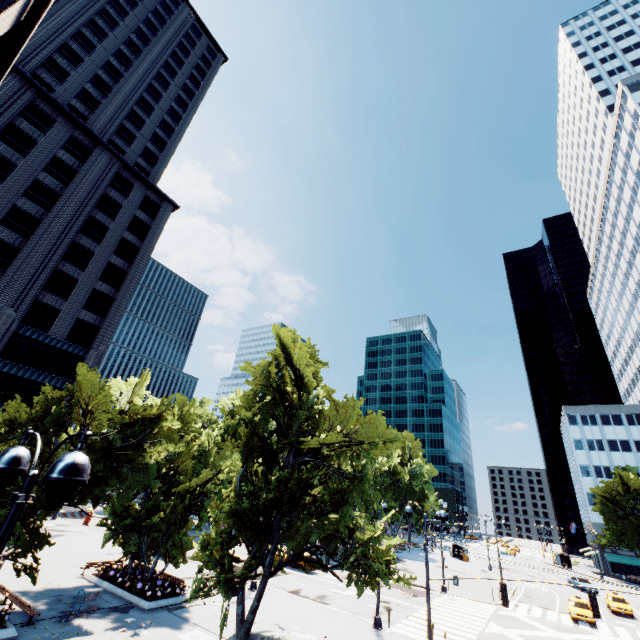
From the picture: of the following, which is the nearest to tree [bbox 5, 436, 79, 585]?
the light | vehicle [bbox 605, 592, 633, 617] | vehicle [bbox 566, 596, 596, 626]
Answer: the light

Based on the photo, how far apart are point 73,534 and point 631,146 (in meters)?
102.49

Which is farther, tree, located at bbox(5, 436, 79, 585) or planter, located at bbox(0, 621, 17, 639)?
tree, located at bbox(5, 436, 79, 585)

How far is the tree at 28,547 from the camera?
16.2m

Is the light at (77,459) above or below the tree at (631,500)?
below

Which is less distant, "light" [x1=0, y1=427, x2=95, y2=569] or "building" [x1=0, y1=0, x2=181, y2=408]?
"light" [x1=0, y1=427, x2=95, y2=569]

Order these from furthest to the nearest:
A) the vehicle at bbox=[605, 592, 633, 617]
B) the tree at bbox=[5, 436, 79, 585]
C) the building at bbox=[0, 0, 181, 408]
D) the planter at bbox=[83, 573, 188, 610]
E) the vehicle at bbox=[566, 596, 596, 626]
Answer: the vehicle at bbox=[605, 592, 633, 617] → the building at bbox=[0, 0, 181, 408] → the vehicle at bbox=[566, 596, 596, 626] → the planter at bbox=[83, 573, 188, 610] → the tree at bbox=[5, 436, 79, 585]

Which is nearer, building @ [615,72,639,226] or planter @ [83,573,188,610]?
planter @ [83,573,188,610]
